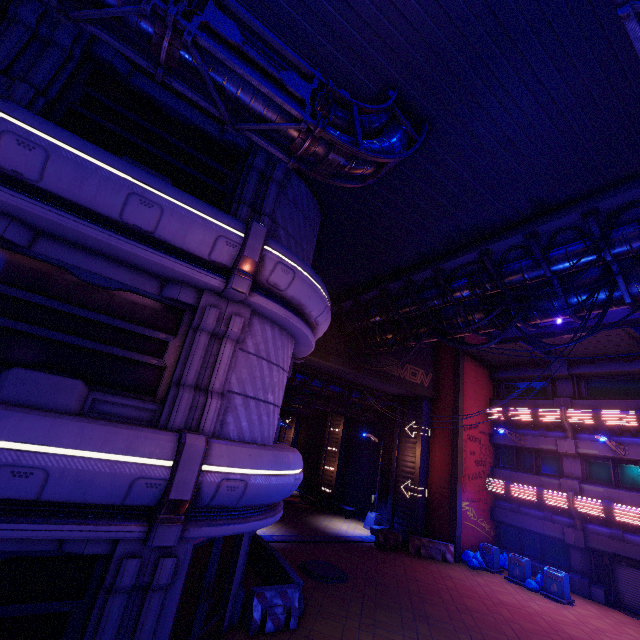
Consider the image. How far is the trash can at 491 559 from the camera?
17.8m

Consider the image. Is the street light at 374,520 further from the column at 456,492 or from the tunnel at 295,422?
the tunnel at 295,422

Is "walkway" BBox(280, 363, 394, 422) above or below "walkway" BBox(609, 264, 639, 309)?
below

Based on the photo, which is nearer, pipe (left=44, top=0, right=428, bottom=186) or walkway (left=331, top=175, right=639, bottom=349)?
pipe (left=44, top=0, right=428, bottom=186)

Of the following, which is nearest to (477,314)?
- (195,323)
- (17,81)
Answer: (195,323)

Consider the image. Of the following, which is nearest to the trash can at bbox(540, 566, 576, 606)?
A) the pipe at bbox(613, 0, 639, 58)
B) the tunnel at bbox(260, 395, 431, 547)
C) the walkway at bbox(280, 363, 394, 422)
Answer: the tunnel at bbox(260, 395, 431, 547)

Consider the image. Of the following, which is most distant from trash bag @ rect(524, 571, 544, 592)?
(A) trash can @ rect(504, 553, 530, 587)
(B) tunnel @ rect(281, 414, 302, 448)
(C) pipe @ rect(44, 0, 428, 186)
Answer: (B) tunnel @ rect(281, 414, 302, 448)

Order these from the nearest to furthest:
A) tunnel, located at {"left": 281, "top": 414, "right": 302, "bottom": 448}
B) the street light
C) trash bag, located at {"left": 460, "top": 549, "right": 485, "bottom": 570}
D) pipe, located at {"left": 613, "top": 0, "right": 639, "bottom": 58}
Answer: pipe, located at {"left": 613, "top": 0, "right": 639, "bottom": 58} → trash bag, located at {"left": 460, "top": 549, "right": 485, "bottom": 570} → the street light → tunnel, located at {"left": 281, "top": 414, "right": 302, "bottom": 448}
